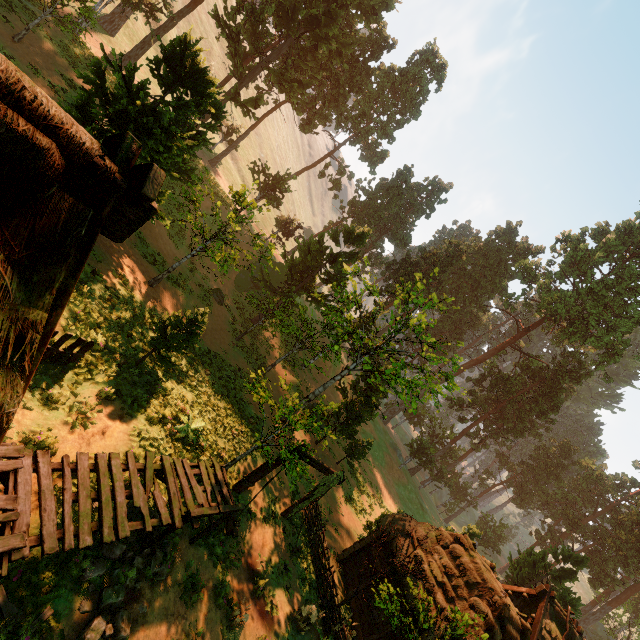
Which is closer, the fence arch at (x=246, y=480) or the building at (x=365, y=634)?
the fence arch at (x=246, y=480)

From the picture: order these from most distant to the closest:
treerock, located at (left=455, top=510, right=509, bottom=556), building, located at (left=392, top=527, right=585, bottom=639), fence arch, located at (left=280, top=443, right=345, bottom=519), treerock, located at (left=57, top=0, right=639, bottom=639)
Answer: treerock, located at (left=455, top=510, right=509, bottom=556) → fence arch, located at (left=280, top=443, right=345, bottom=519) → building, located at (left=392, top=527, right=585, bottom=639) → treerock, located at (left=57, top=0, right=639, bottom=639)

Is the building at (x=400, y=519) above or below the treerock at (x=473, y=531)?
below

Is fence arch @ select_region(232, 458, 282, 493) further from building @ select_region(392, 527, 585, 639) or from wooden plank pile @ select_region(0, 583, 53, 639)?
wooden plank pile @ select_region(0, 583, 53, 639)

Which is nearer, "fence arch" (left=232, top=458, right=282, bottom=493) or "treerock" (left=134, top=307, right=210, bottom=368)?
"treerock" (left=134, top=307, right=210, bottom=368)

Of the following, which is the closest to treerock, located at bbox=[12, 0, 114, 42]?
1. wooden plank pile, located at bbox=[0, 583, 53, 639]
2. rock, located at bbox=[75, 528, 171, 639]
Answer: rock, located at bbox=[75, 528, 171, 639]

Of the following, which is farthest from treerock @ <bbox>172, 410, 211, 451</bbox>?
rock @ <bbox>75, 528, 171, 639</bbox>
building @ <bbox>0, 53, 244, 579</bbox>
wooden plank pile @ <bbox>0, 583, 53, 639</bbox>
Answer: wooden plank pile @ <bbox>0, 583, 53, 639</bbox>

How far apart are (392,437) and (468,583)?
40.60m
